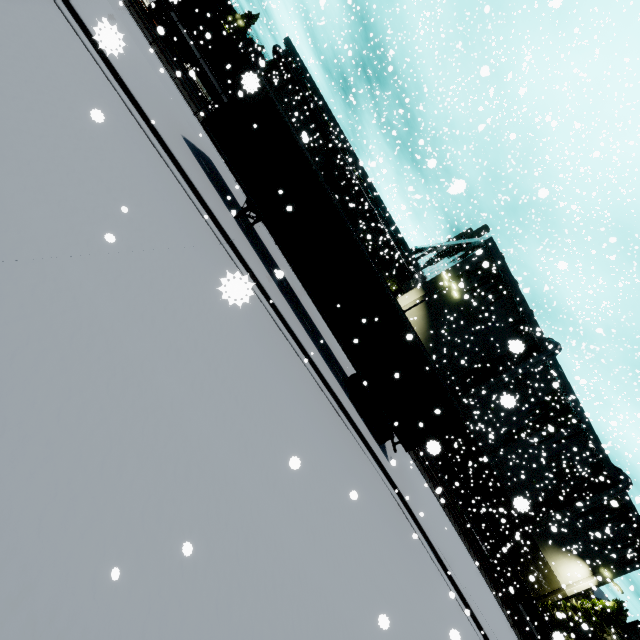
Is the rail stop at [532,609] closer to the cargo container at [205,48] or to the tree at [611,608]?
the tree at [611,608]

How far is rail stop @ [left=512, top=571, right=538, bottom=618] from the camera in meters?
32.9 m

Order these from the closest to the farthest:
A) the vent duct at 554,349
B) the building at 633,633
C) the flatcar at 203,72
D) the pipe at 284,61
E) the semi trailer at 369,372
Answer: the semi trailer at 369,372 < the flatcar at 203,72 < the vent duct at 554,349 < the building at 633,633 < the pipe at 284,61

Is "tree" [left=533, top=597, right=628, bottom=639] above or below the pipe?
below

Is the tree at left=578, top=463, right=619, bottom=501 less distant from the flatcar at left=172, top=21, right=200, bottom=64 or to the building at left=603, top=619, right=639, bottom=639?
the building at left=603, top=619, right=639, bottom=639

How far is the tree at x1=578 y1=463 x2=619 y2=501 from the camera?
33.3 meters

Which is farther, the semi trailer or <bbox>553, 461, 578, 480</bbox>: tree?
<bbox>553, 461, 578, 480</bbox>: tree

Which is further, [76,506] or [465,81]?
[465,81]
